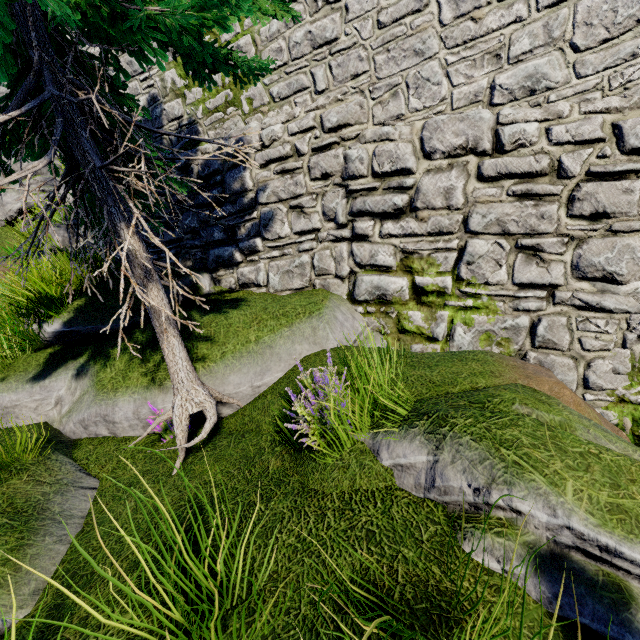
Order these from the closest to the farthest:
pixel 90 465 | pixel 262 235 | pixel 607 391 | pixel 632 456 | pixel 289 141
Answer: pixel 632 456 → pixel 90 465 → pixel 607 391 → pixel 289 141 → pixel 262 235

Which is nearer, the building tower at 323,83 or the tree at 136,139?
the tree at 136,139

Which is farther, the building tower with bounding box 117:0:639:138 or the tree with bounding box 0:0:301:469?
→ the building tower with bounding box 117:0:639:138
